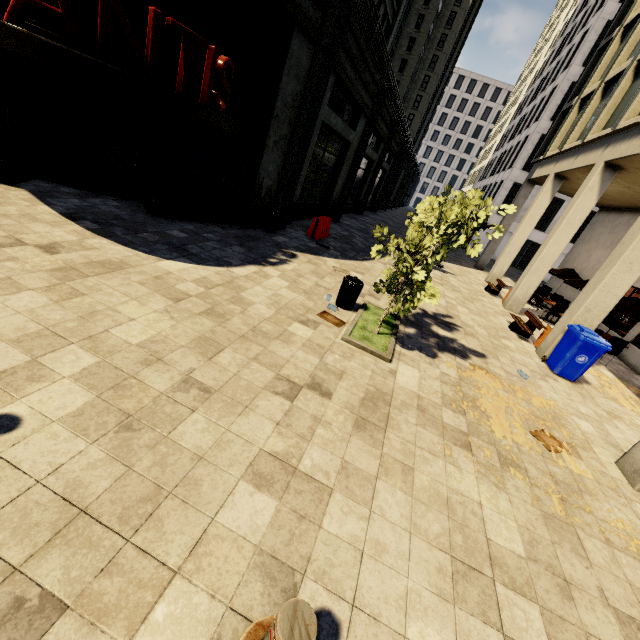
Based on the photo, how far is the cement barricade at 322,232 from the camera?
12.5 meters

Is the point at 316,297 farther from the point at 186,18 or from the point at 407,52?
the point at 407,52

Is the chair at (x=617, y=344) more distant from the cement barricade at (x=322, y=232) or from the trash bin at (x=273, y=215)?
the trash bin at (x=273, y=215)

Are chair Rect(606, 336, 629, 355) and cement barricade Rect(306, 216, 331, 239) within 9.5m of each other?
no

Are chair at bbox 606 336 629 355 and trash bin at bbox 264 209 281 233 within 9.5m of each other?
no

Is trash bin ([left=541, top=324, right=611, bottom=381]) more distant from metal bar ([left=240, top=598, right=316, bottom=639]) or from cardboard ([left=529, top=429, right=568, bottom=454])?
metal bar ([left=240, top=598, right=316, bottom=639])

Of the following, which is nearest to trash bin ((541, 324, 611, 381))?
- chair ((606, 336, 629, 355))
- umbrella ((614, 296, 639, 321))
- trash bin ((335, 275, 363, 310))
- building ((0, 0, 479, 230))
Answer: building ((0, 0, 479, 230))

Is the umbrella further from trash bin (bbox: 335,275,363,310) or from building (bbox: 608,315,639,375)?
trash bin (bbox: 335,275,363,310)
